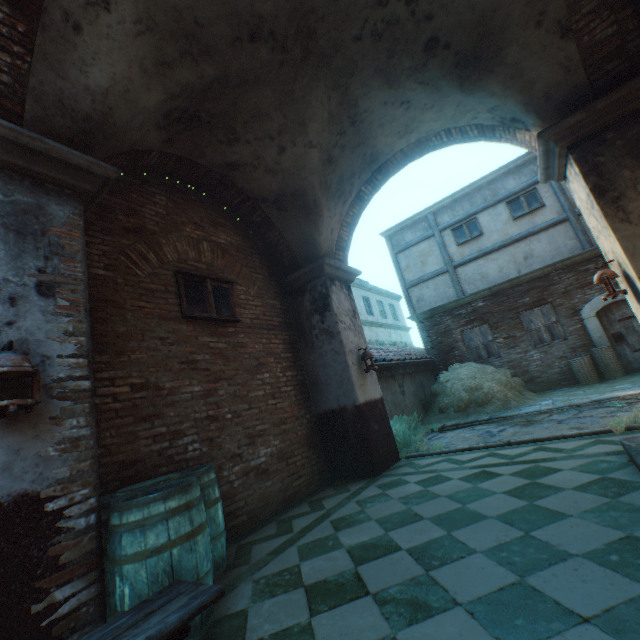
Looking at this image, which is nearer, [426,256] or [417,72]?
[417,72]

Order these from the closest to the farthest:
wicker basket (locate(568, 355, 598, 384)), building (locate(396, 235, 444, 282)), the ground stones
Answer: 1. the ground stones
2. wicker basket (locate(568, 355, 598, 384))
3. building (locate(396, 235, 444, 282))

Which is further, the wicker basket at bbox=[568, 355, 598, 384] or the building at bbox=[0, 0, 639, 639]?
the wicker basket at bbox=[568, 355, 598, 384]

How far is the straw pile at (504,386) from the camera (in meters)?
8.71

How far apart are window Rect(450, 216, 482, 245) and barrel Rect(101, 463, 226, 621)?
11.84m

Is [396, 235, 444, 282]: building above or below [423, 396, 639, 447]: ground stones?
above

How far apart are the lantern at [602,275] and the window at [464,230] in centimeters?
834cm

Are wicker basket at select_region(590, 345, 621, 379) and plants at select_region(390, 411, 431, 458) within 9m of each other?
yes
